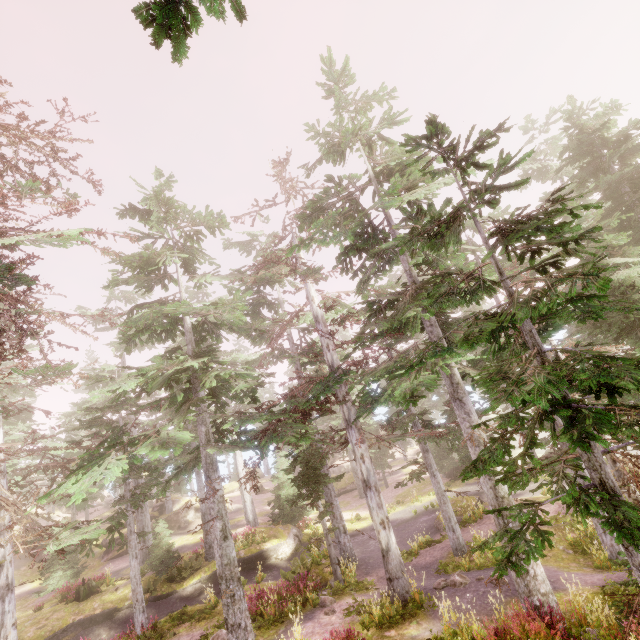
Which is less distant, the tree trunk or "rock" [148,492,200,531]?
the tree trunk

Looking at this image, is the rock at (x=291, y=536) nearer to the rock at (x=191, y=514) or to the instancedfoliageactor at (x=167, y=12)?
Result: the instancedfoliageactor at (x=167, y=12)

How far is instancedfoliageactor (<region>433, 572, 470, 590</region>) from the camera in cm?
1246

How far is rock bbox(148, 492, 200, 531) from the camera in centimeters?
3346cm

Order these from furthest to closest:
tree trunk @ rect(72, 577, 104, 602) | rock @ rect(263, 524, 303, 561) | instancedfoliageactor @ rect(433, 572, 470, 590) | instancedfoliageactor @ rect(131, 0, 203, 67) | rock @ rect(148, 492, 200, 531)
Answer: rock @ rect(148, 492, 200, 531) < rock @ rect(263, 524, 303, 561) < tree trunk @ rect(72, 577, 104, 602) < instancedfoliageactor @ rect(433, 572, 470, 590) < instancedfoliageactor @ rect(131, 0, 203, 67)

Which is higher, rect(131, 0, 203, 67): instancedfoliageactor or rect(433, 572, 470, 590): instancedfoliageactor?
rect(131, 0, 203, 67): instancedfoliageactor

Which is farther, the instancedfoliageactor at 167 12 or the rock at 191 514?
the rock at 191 514

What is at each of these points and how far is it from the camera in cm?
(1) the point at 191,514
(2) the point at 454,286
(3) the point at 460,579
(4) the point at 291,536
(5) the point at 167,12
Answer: (1) rock, 3481
(2) instancedfoliageactor, 625
(3) instancedfoliageactor, 1256
(4) rock, 2475
(5) instancedfoliageactor, 232
